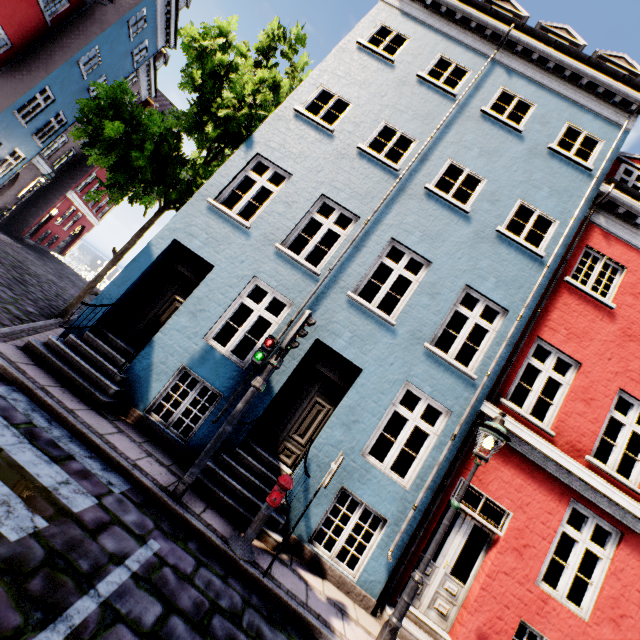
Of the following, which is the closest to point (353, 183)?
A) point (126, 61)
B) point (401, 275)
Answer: point (401, 275)

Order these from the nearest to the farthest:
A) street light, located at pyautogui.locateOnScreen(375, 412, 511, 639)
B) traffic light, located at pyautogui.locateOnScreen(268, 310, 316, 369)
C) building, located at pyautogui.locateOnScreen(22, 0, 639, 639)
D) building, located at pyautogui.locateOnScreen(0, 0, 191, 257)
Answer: street light, located at pyautogui.locateOnScreen(375, 412, 511, 639), traffic light, located at pyautogui.locateOnScreen(268, 310, 316, 369), building, located at pyautogui.locateOnScreen(22, 0, 639, 639), building, located at pyautogui.locateOnScreen(0, 0, 191, 257)

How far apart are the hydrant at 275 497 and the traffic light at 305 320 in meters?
1.6 m

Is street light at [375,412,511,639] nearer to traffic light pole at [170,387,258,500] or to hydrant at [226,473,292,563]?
hydrant at [226,473,292,563]

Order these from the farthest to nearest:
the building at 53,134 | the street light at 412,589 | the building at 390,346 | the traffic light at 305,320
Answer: the building at 53,134 < the building at 390,346 < the traffic light at 305,320 < the street light at 412,589

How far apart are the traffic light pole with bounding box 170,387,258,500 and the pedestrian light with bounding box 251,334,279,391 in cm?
7

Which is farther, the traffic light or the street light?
the traffic light

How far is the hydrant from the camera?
4.6m
